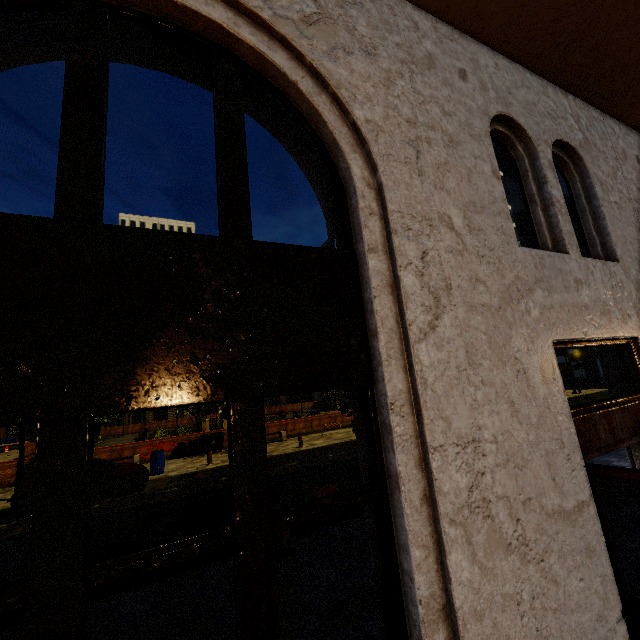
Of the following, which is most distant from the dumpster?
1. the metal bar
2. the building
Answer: the building

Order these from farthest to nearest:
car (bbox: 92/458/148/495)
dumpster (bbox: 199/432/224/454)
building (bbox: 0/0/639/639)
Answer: dumpster (bbox: 199/432/224/454)
car (bbox: 92/458/148/495)
building (bbox: 0/0/639/639)

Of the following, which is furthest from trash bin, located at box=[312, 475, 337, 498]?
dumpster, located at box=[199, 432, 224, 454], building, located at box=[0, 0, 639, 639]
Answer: dumpster, located at box=[199, 432, 224, 454]

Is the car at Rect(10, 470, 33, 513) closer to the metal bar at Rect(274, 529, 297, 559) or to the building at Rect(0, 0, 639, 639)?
the metal bar at Rect(274, 529, 297, 559)

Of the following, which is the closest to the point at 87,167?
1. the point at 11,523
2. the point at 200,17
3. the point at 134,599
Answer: the point at 200,17

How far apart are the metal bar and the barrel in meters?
11.2

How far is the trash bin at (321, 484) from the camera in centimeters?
787cm

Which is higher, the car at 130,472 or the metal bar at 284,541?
the car at 130,472
